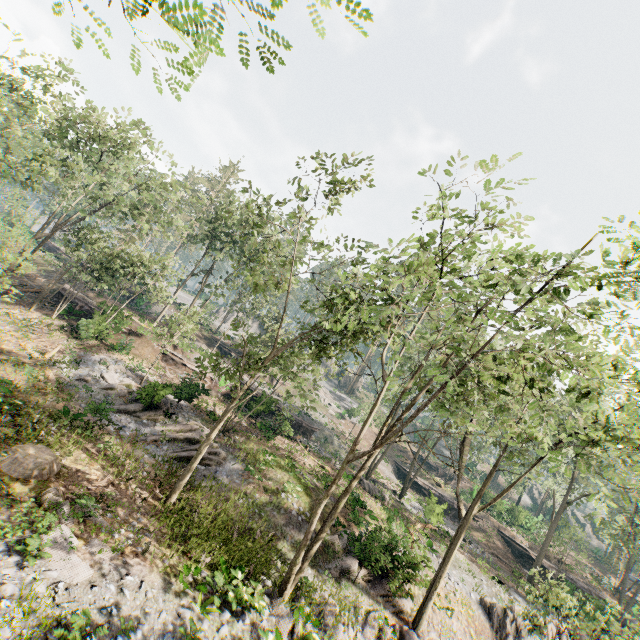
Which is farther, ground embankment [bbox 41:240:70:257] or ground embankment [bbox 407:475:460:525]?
ground embankment [bbox 41:240:70:257]

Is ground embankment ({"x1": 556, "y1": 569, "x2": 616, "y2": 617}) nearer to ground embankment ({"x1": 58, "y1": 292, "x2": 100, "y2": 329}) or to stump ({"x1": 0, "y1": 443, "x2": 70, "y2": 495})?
stump ({"x1": 0, "y1": 443, "x2": 70, "y2": 495})

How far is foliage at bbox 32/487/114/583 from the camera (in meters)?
9.18

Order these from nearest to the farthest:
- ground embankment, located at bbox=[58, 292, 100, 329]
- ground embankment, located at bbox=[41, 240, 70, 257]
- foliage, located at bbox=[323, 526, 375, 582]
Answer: foliage, located at bbox=[323, 526, 375, 582], ground embankment, located at bbox=[58, 292, 100, 329], ground embankment, located at bbox=[41, 240, 70, 257]

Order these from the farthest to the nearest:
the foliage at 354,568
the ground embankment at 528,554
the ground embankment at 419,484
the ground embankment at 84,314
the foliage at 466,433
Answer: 1. the ground embankment at 528,554
2. the ground embankment at 84,314
3. the ground embankment at 419,484
4. the foliage at 354,568
5. the foliage at 466,433

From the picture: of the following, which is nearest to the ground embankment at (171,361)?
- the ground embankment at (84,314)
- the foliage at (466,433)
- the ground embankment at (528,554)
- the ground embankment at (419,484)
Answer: the ground embankment at (419,484)

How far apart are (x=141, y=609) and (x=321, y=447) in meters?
26.4

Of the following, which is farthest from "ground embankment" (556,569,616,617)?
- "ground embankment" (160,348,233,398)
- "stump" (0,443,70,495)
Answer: "stump" (0,443,70,495)
